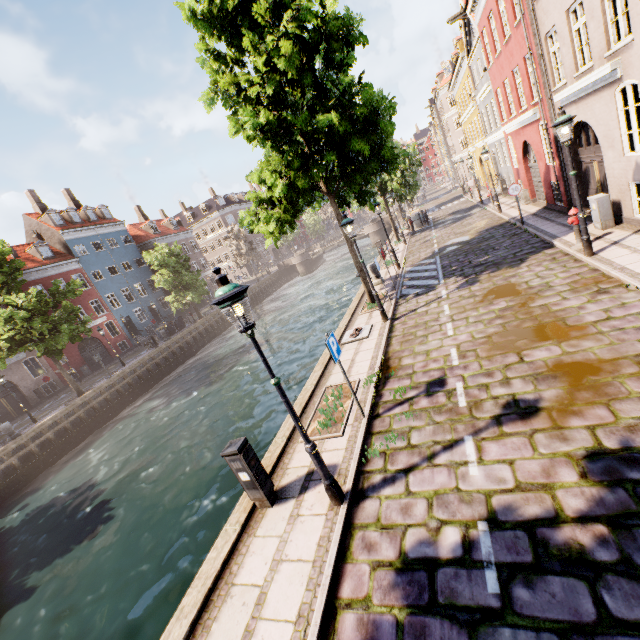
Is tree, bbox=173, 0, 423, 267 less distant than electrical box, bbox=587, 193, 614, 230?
Yes

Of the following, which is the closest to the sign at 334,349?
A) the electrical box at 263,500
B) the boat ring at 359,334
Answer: the electrical box at 263,500

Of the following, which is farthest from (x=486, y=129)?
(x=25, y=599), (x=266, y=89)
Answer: (x=25, y=599)

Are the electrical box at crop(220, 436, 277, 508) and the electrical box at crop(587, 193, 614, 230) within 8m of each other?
no

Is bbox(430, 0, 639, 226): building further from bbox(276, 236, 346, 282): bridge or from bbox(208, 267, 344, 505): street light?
bbox(276, 236, 346, 282): bridge

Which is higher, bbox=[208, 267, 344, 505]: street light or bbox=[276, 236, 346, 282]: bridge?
bbox=[208, 267, 344, 505]: street light

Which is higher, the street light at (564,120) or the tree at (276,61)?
the tree at (276,61)

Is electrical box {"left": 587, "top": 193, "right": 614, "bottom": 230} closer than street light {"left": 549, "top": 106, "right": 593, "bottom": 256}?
No
